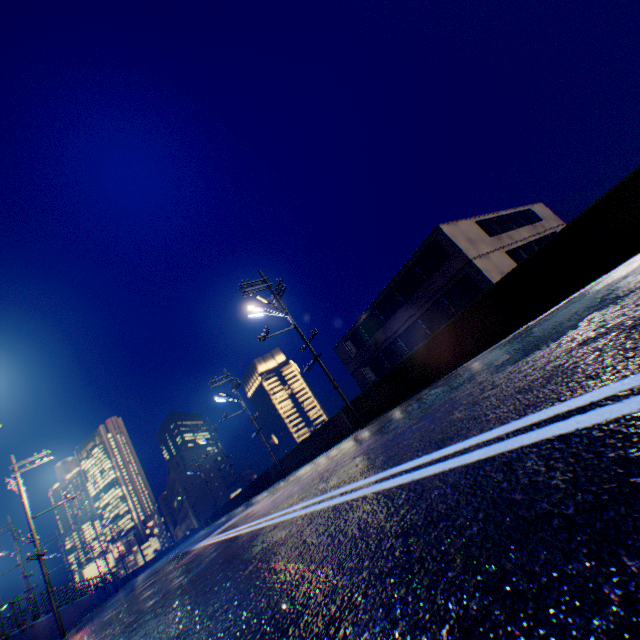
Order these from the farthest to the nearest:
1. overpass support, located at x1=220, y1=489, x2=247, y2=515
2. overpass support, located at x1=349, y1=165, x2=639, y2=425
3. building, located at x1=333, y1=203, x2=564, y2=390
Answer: overpass support, located at x1=220, y1=489, x2=247, y2=515
building, located at x1=333, y1=203, x2=564, y2=390
overpass support, located at x1=349, y1=165, x2=639, y2=425

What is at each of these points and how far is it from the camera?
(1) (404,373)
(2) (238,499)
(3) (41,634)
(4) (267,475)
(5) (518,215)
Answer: (1) overpass support, 12.3 meters
(2) overpass support, 37.5 meters
(3) overpass support, 15.0 meters
(4) overpass support, 27.5 meters
(5) building, 27.8 meters

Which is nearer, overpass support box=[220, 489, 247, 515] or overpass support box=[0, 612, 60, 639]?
overpass support box=[0, 612, 60, 639]

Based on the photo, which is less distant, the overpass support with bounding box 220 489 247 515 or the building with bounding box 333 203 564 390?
the building with bounding box 333 203 564 390

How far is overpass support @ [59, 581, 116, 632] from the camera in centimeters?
1914cm

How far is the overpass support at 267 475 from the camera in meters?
25.7

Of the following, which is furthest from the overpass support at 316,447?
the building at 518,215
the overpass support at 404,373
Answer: the building at 518,215
